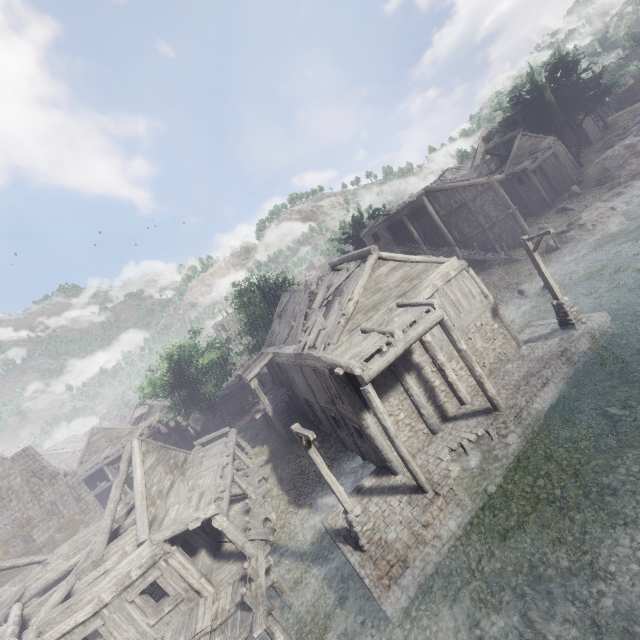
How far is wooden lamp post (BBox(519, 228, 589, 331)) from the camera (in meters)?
15.11

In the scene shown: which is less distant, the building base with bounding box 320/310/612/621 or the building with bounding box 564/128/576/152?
the building base with bounding box 320/310/612/621

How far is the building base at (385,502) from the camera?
10.3m

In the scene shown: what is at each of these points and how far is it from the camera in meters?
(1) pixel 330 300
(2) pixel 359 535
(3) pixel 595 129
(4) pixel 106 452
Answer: (1) wooden plank rubble, 16.0
(2) wooden lamp post, 10.8
(3) building, 45.4
(4) building, 36.4

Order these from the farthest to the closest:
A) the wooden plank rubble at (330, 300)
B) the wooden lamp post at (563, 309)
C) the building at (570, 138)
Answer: the building at (570, 138), the wooden lamp post at (563, 309), the wooden plank rubble at (330, 300)

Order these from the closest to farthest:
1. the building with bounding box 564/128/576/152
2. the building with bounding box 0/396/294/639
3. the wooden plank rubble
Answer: the building with bounding box 0/396/294/639, the wooden plank rubble, the building with bounding box 564/128/576/152

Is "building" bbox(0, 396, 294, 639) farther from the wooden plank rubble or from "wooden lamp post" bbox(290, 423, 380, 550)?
"wooden lamp post" bbox(290, 423, 380, 550)

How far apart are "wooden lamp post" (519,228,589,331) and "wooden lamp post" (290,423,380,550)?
13.0 meters
